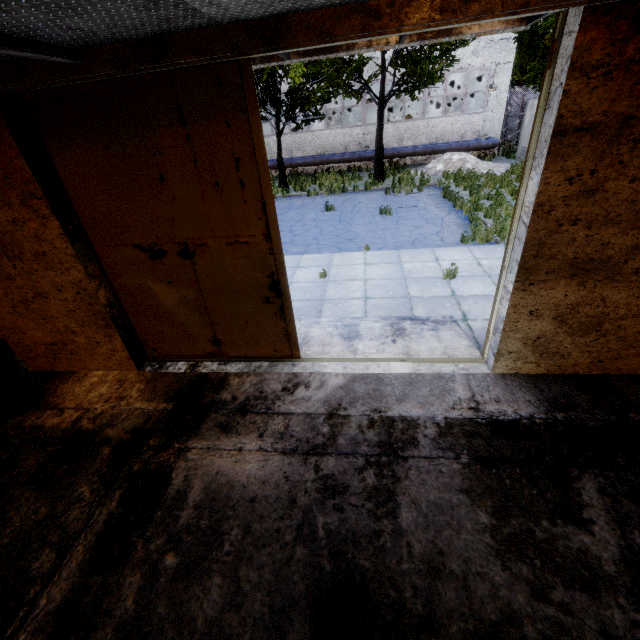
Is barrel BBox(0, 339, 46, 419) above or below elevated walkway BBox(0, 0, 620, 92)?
below

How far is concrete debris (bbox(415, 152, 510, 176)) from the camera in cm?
1827

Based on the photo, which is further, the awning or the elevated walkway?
the awning

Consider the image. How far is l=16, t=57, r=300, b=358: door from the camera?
3.45m

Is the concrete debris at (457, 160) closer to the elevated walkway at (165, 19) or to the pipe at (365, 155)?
the pipe at (365, 155)

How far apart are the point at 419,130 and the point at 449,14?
23.5 meters

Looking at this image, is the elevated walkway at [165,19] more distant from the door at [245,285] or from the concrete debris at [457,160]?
the concrete debris at [457,160]

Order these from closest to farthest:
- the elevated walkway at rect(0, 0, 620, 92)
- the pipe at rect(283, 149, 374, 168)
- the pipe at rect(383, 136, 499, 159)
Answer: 1. the elevated walkway at rect(0, 0, 620, 92)
2. the pipe at rect(383, 136, 499, 159)
3. the pipe at rect(283, 149, 374, 168)
